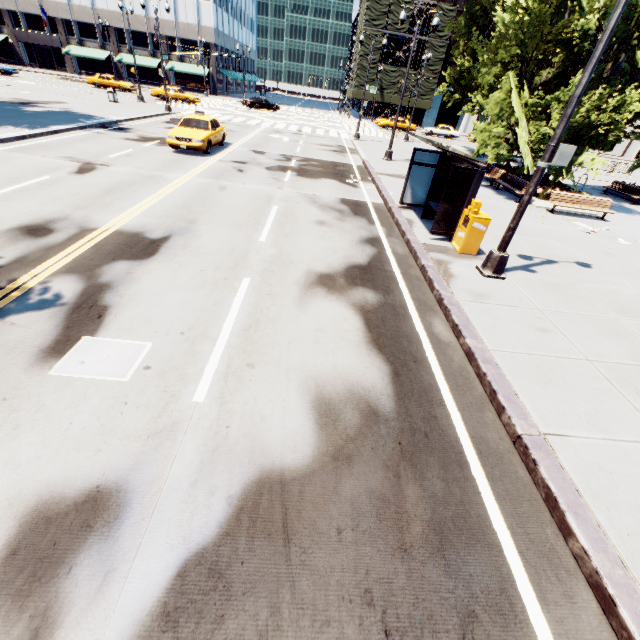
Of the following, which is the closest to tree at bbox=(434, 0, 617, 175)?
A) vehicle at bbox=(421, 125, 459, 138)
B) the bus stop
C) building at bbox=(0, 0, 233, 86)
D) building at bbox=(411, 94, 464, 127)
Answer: building at bbox=(0, 0, 233, 86)

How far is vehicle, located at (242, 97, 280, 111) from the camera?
42.56m

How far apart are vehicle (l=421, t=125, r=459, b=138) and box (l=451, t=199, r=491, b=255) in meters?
44.0 m

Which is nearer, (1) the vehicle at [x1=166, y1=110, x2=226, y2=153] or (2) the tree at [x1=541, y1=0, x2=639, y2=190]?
(2) the tree at [x1=541, y1=0, x2=639, y2=190]

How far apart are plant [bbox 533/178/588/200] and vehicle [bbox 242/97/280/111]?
39.38m

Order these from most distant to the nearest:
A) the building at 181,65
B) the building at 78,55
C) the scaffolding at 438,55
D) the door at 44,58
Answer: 1. the door at 44,58
2. the building at 181,65
3. the building at 78,55
4. the scaffolding at 438,55

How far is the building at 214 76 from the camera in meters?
53.3

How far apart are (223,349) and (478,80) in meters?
28.6
